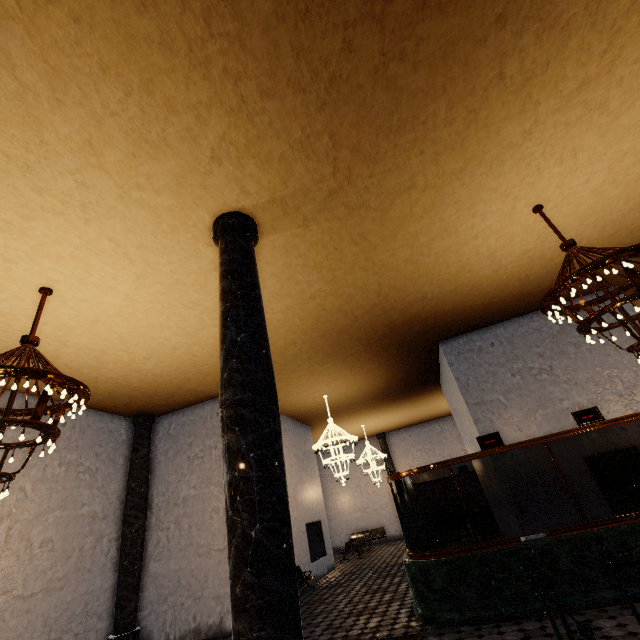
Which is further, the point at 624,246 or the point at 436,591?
the point at 624,246
